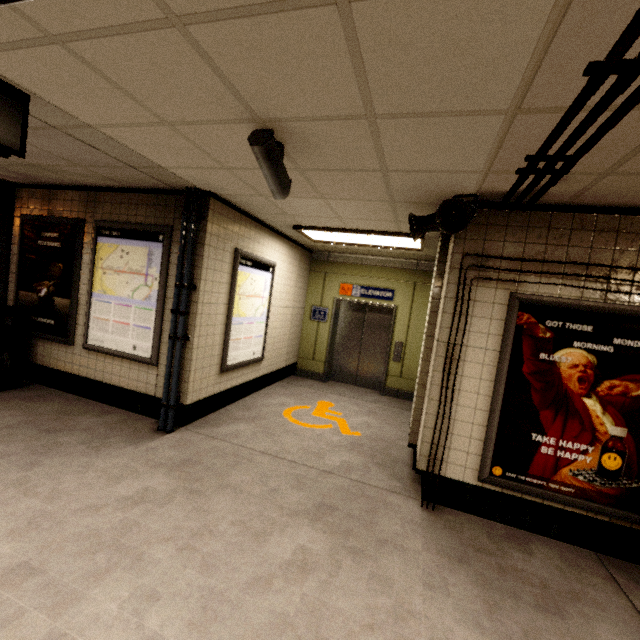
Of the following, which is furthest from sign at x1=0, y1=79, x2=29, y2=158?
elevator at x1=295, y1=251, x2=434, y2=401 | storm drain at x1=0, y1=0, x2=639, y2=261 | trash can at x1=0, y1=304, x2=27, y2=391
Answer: elevator at x1=295, y1=251, x2=434, y2=401

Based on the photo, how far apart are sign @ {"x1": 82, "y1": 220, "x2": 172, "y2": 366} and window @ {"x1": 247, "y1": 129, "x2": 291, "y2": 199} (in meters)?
2.03

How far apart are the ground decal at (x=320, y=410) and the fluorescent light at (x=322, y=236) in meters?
2.9

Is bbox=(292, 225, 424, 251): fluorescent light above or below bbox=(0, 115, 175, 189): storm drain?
below

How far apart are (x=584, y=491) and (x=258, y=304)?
4.6m

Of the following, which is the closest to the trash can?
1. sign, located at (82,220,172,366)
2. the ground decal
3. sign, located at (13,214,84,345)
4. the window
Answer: sign, located at (13,214,84,345)

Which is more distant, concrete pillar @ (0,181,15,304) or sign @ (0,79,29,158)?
concrete pillar @ (0,181,15,304)

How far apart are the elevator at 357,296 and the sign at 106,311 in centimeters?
382cm
